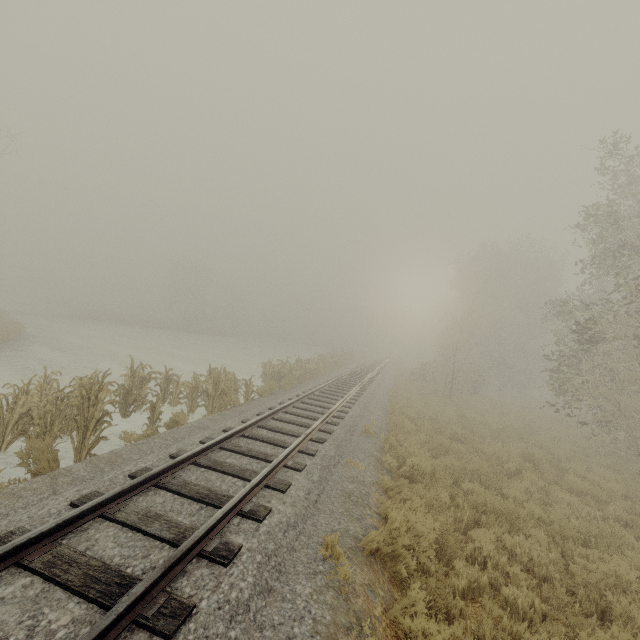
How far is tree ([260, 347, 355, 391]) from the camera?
17.39m

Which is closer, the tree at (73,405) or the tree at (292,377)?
the tree at (73,405)

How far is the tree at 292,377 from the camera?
17.39m

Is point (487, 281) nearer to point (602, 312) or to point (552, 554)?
point (602, 312)

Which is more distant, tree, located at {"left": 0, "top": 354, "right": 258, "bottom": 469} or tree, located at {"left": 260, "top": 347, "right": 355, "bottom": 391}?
tree, located at {"left": 260, "top": 347, "right": 355, "bottom": 391}
